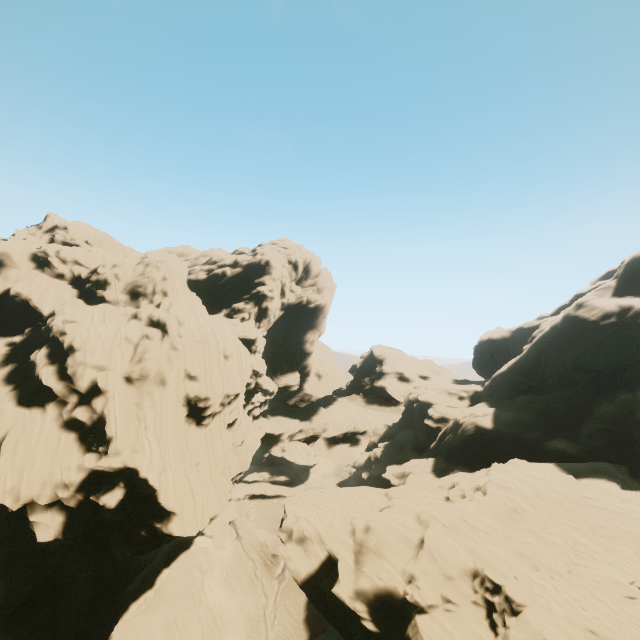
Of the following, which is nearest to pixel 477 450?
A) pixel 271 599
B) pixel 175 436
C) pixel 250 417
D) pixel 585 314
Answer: pixel 585 314
